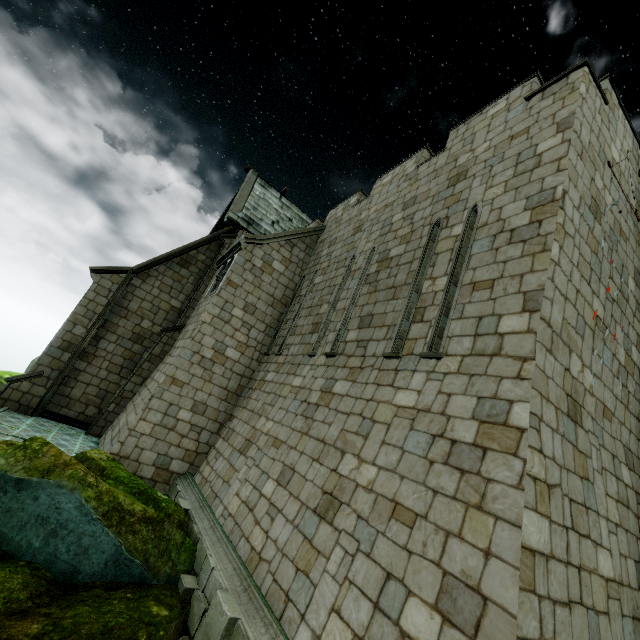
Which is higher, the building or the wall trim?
the building

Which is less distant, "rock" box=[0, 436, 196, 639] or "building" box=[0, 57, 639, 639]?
"building" box=[0, 57, 639, 639]

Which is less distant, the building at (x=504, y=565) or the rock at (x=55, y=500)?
the building at (x=504, y=565)

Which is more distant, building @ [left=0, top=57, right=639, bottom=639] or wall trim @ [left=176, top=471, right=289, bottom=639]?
wall trim @ [left=176, top=471, right=289, bottom=639]

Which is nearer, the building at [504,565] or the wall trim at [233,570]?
the building at [504,565]

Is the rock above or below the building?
below

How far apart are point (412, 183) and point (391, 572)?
9.5m
